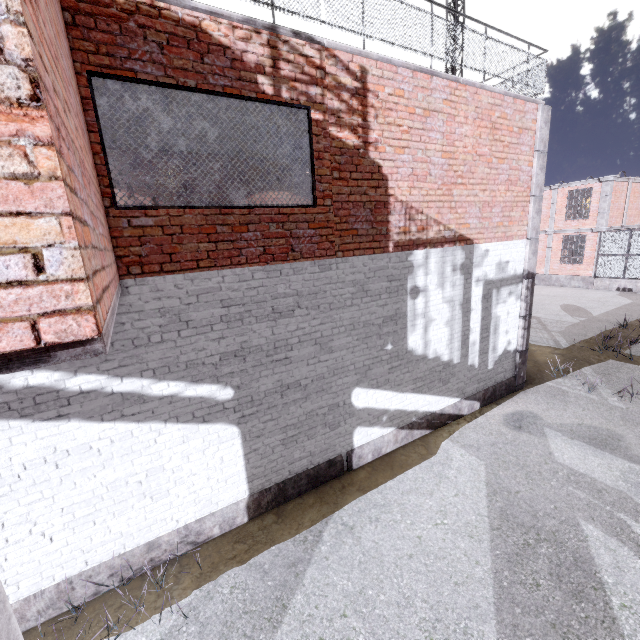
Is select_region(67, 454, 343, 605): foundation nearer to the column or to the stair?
the column

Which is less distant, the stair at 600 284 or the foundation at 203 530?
the foundation at 203 530

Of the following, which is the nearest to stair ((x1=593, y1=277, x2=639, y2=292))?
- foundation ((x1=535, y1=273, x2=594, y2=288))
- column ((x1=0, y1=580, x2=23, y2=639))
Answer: foundation ((x1=535, y1=273, x2=594, y2=288))

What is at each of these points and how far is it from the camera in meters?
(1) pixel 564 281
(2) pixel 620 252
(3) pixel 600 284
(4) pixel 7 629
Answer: (1) foundation, 23.3
(2) cage, 20.3
(3) stair, 21.5
(4) column, 1.7

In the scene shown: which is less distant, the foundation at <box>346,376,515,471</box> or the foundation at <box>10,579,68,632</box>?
the foundation at <box>10,579,68,632</box>

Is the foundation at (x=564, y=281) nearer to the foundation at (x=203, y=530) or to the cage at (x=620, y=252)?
the cage at (x=620, y=252)

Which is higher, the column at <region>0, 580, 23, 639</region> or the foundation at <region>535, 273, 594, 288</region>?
the column at <region>0, 580, 23, 639</region>

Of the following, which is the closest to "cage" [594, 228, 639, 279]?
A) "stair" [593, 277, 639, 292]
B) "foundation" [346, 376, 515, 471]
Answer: "stair" [593, 277, 639, 292]
